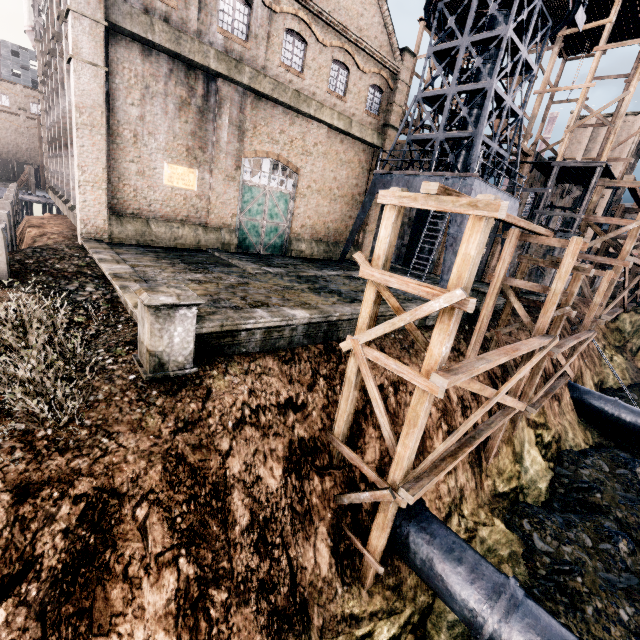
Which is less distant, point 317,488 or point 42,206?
point 317,488

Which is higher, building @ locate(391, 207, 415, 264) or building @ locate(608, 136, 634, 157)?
building @ locate(608, 136, 634, 157)

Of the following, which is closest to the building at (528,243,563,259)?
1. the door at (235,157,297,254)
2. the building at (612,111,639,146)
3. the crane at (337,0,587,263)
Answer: the crane at (337,0,587,263)

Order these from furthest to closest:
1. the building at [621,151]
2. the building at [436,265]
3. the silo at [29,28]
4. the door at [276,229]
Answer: the building at [621,151] < the silo at [29,28] < the building at [436,265] < the door at [276,229]

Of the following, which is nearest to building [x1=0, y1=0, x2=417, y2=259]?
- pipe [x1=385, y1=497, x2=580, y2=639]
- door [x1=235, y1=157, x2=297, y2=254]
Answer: door [x1=235, y1=157, x2=297, y2=254]

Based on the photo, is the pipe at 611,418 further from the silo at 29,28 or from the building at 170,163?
the silo at 29,28

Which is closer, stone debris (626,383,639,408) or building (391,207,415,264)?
stone debris (626,383,639,408)

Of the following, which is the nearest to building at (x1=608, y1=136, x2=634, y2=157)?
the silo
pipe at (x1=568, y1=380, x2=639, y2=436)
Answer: pipe at (x1=568, y1=380, x2=639, y2=436)
